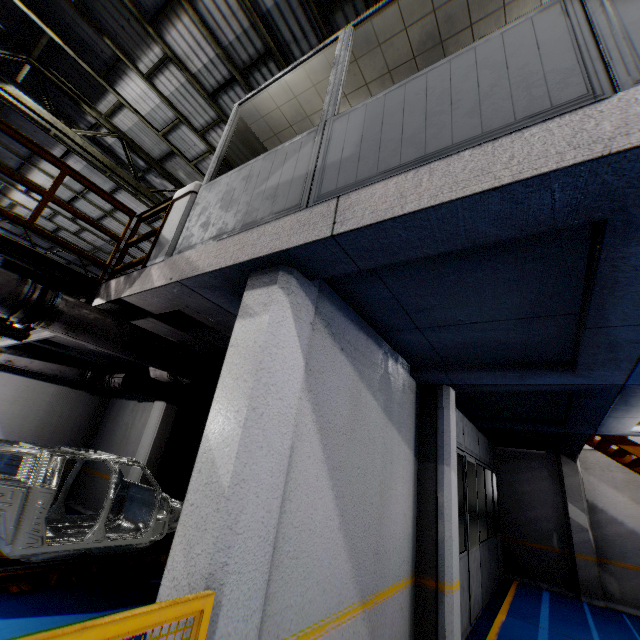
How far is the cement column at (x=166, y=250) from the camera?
4.0 meters

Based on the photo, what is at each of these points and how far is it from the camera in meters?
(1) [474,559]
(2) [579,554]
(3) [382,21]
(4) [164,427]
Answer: (1) door, 6.6
(2) cement column, 9.1
(3) cieling, 3.8
(4) cement column, 9.0

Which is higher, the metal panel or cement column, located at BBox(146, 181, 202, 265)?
cement column, located at BBox(146, 181, 202, 265)

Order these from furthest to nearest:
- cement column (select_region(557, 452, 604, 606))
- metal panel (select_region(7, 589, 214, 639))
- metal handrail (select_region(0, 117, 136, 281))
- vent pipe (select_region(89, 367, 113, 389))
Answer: cement column (select_region(557, 452, 604, 606)), vent pipe (select_region(89, 367, 113, 389)), metal handrail (select_region(0, 117, 136, 281)), metal panel (select_region(7, 589, 214, 639))

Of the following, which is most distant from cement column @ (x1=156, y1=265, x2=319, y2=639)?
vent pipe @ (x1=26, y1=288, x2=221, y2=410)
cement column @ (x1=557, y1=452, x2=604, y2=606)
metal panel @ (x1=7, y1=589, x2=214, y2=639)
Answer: cement column @ (x1=557, y1=452, x2=604, y2=606)

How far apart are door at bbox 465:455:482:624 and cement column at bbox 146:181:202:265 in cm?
665

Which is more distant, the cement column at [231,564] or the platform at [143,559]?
the platform at [143,559]

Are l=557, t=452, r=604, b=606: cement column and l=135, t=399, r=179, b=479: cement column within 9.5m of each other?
no
